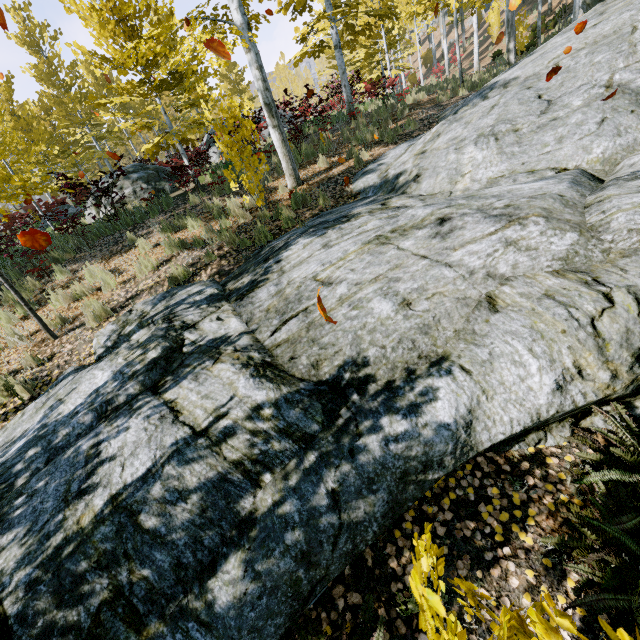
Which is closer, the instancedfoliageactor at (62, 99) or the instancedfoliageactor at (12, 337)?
the instancedfoliageactor at (12, 337)

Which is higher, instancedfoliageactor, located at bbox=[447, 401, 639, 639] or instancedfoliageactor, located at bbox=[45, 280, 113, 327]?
instancedfoliageactor, located at bbox=[45, 280, 113, 327]

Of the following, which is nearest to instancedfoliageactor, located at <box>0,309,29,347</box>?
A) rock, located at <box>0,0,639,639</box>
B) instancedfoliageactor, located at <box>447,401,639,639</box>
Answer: rock, located at <box>0,0,639,639</box>

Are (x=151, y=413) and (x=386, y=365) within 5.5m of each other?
yes

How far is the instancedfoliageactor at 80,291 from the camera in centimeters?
575cm

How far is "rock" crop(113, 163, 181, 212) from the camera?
11.2m
